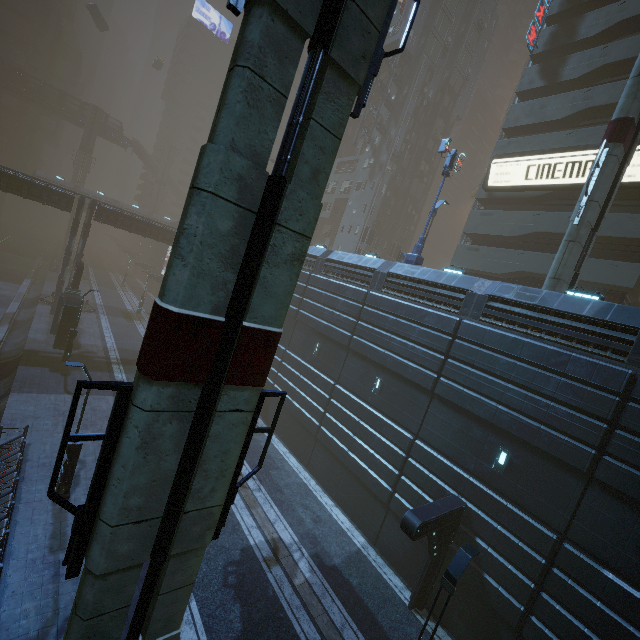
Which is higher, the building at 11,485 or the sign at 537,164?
the sign at 537,164

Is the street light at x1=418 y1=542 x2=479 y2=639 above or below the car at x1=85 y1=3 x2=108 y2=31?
below

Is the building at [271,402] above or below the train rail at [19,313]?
above

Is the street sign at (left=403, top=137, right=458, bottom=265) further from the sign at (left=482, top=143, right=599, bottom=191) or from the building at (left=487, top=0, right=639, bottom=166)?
the sign at (left=482, top=143, right=599, bottom=191)

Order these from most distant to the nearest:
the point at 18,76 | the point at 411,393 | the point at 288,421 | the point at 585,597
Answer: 1. the point at 18,76
2. the point at 288,421
3. the point at 411,393
4. the point at 585,597

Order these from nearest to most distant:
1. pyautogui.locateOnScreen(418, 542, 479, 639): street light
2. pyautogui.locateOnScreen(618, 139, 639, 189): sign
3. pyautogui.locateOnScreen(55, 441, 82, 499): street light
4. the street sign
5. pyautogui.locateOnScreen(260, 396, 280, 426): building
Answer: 1. pyautogui.locateOnScreen(418, 542, 479, 639): street light
2. pyautogui.locateOnScreen(55, 441, 82, 499): street light
3. the street sign
4. pyautogui.locateOnScreen(618, 139, 639, 189): sign
5. pyautogui.locateOnScreen(260, 396, 280, 426): building

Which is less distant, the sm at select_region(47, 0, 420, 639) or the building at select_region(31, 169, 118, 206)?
the sm at select_region(47, 0, 420, 639)

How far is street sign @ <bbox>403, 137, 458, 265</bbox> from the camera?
17.72m
